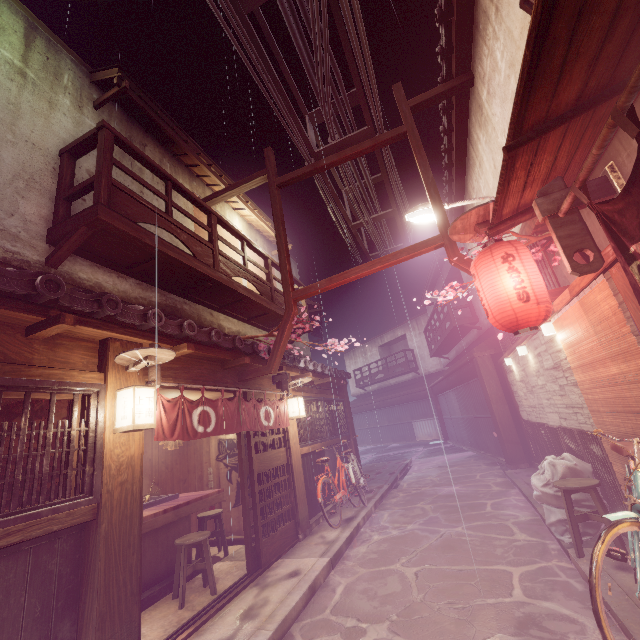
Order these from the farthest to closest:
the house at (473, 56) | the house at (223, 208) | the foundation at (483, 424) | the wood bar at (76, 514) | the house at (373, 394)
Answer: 1. the house at (373, 394)
2. the foundation at (483, 424)
3. the house at (223, 208)
4. the house at (473, 56)
5. the wood bar at (76, 514)

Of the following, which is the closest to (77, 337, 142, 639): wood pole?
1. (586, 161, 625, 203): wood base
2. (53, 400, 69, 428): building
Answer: (53, 400, 69, 428): building

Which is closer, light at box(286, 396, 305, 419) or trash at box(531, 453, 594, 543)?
trash at box(531, 453, 594, 543)

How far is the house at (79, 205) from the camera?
8.65m

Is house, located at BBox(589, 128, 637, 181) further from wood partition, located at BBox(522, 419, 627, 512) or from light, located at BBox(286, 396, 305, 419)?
light, located at BBox(286, 396, 305, 419)

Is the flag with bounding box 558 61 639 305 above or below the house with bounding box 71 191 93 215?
below

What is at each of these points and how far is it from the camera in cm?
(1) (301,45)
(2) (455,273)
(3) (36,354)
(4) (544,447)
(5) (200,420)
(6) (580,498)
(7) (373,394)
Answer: (1) z, 920
(2) house, 2756
(3) wood panel, 546
(4) wood partition, 1312
(5) flag, 788
(6) trash, 780
(7) house, 5088

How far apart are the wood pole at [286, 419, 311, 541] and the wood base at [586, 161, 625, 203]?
9.9 meters
